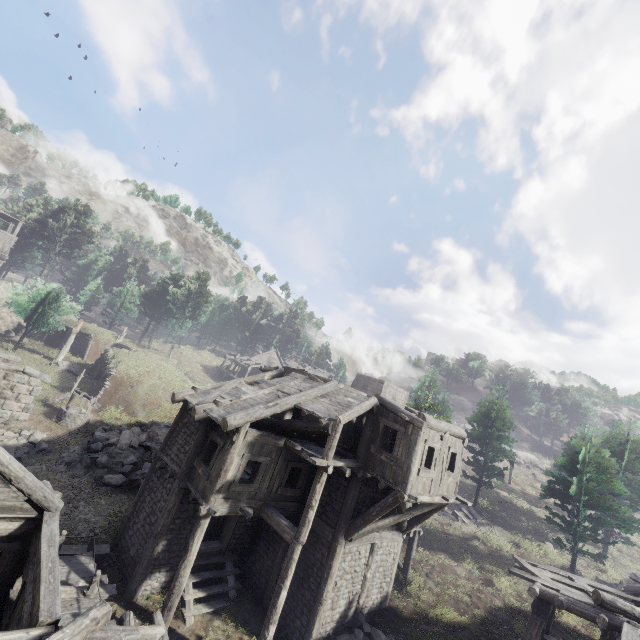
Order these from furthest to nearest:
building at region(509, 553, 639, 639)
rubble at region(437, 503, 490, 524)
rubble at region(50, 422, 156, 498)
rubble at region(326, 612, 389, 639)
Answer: rubble at region(437, 503, 490, 524), rubble at region(50, 422, 156, 498), rubble at region(326, 612, 389, 639), building at region(509, 553, 639, 639)

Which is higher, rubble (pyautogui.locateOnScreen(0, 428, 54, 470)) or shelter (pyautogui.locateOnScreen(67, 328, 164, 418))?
shelter (pyautogui.locateOnScreen(67, 328, 164, 418))

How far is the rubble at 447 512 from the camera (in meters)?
26.50

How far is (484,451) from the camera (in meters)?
56.38

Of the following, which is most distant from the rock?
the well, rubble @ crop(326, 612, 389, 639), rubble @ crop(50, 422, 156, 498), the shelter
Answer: rubble @ crop(326, 612, 389, 639)

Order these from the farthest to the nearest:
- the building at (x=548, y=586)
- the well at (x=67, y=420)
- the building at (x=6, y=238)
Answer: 1. the building at (x=6, y=238)
2. the well at (x=67, y=420)
3. the building at (x=548, y=586)

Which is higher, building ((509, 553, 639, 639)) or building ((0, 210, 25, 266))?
building ((0, 210, 25, 266))

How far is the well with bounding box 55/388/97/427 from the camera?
21.3m
